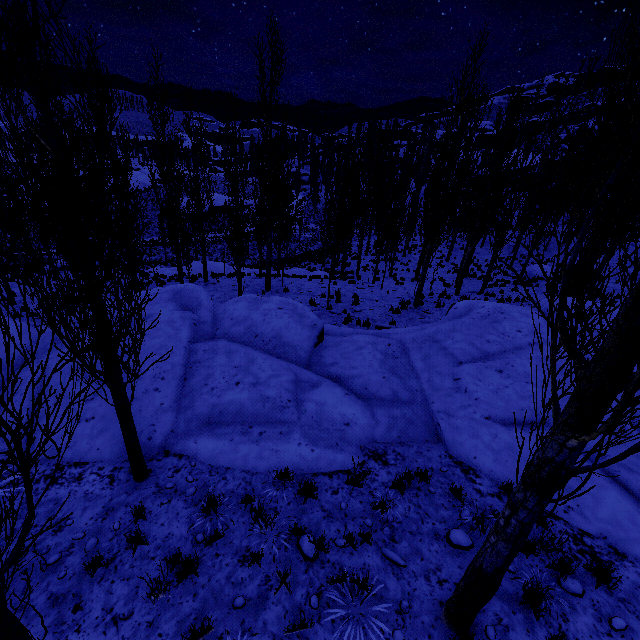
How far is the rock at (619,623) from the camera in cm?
397

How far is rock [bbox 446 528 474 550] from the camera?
4.8m

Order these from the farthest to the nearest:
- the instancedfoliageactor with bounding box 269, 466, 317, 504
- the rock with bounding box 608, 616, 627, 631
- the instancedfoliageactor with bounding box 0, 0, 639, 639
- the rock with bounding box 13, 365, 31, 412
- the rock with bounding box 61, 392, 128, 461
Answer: the rock with bounding box 13, 365, 31, 412 < the rock with bounding box 61, 392, 128, 461 < the instancedfoliageactor with bounding box 269, 466, 317, 504 < the rock with bounding box 608, 616, 627, 631 < the instancedfoliageactor with bounding box 0, 0, 639, 639

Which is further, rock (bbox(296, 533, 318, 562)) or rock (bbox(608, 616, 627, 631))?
rock (bbox(296, 533, 318, 562))

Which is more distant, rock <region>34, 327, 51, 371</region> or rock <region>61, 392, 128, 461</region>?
rock <region>34, 327, 51, 371</region>

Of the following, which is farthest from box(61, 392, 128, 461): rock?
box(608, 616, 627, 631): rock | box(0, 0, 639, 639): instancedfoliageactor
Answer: box(608, 616, 627, 631): rock

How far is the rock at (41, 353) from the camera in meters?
8.3

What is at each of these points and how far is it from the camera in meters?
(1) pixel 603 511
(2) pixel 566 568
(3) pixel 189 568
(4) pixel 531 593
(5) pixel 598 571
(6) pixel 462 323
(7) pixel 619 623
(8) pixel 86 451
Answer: (1) rock, 5.3 m
(2) instancedfoliageactor, 4.4 m
(3) instancedfoliageactor, 4.4 m
(4) instancedfoliageactor, 4.2 m
(5) instancedfoliageactor, 4.6 m
(6) rock, 9.8 m
(7) rock, 4.0 m
(8) rock, 6.4 m
